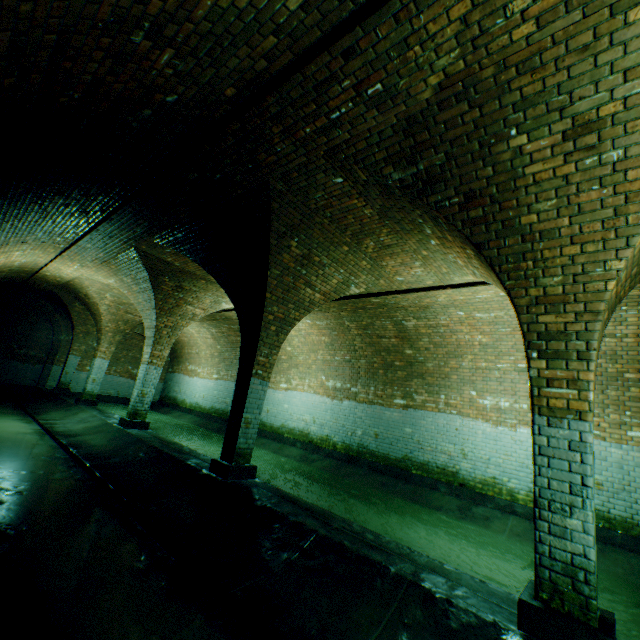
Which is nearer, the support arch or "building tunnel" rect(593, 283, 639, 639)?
the support arch

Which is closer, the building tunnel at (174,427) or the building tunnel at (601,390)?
the building tunnel at (174,427)

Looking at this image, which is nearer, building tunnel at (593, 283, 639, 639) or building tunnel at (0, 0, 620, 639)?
building tunnel at (0, 0, 620, 639)

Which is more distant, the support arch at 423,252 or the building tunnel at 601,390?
the building tunnel at 601,390

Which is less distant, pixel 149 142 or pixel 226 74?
pixel 226 74
